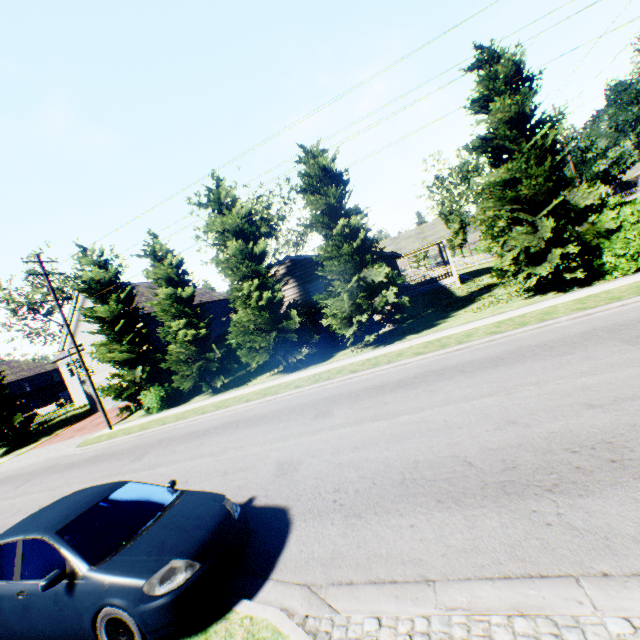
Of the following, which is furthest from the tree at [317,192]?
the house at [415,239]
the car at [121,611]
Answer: the car at [121,611]

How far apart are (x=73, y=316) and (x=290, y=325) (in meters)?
24.48

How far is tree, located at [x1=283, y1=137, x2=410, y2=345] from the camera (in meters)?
15.35

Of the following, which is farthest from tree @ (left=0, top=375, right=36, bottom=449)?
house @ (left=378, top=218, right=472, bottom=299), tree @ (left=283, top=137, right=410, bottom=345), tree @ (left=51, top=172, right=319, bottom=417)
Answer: tree @ (left=283, top=137, right=410, bottom=345)

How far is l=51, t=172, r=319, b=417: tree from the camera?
17.53m

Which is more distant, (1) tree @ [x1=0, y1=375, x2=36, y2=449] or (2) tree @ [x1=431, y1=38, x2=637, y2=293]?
(1) tree @ [x1=0, y1=375, x2=36, y2=449]

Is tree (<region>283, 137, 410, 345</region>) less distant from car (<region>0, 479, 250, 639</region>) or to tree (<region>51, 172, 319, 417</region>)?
tree (<region>51, 172, 319, 417</region>)

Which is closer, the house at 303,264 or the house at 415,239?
the house at 303,264
